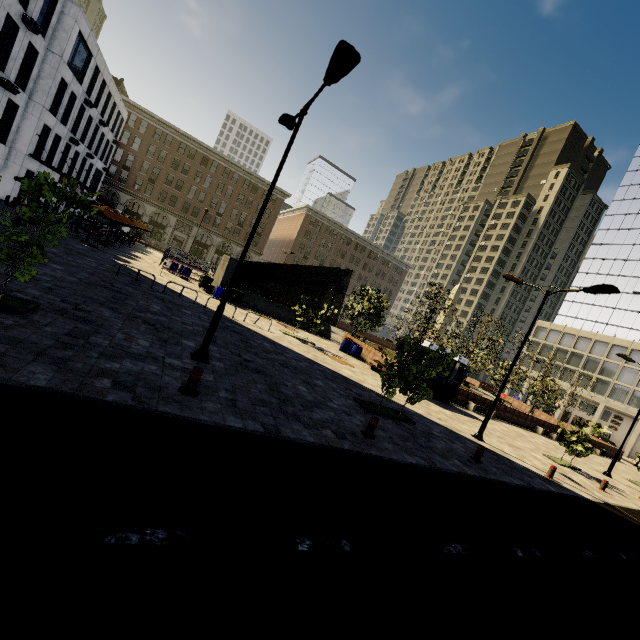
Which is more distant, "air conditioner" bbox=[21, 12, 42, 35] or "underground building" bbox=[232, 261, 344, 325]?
"underground building" bbox=[232, 261, 344, 325]

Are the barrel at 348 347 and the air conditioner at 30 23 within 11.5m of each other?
no

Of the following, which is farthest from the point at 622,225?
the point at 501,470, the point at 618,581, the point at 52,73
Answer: the point at 52,73

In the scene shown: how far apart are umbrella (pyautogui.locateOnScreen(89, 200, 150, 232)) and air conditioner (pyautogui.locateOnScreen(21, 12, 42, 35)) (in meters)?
10.48

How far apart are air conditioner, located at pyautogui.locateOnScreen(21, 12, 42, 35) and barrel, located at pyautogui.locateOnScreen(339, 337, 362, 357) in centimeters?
2785cm

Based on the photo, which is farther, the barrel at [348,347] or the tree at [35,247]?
the barrel at [348,347]

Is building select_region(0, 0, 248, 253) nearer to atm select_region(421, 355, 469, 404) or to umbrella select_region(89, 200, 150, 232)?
atm select_region(421, 355, 469, 404)

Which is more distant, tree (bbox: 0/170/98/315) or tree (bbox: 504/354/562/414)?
tree (bbox: 504/354/562/414)
